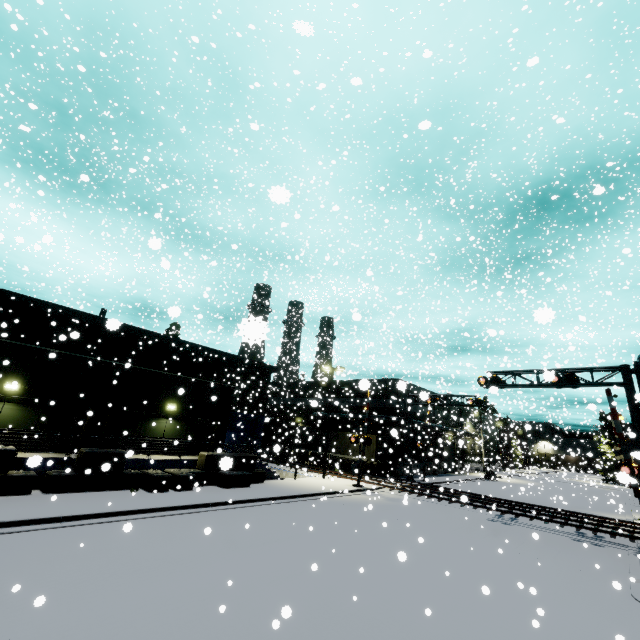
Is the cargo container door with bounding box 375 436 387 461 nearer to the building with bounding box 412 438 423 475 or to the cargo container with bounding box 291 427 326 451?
the cargo container with bounding box 291 427 326 451

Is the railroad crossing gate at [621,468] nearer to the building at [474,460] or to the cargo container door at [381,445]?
the building at [474,460]

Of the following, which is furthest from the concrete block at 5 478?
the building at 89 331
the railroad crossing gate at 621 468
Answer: the railroad crossing gate at 621 468

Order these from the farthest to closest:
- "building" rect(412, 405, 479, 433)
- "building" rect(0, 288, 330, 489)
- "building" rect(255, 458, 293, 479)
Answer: "building" rect(412, 405, 479, 433)
"building" rect(255, 458, 293, 479)
"building" rect(0, 288, 330, 489)

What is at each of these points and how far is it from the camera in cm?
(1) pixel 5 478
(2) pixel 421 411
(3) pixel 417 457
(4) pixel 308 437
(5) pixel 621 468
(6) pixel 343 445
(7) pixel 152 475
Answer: (1) concrete block, 1320
(2) building, 4309
(3) building, 4034
(4) cargo container, 3931
(5) railroad crossing gate, 1617
(6) cargo container, 3572
(7) concrete block, 1667

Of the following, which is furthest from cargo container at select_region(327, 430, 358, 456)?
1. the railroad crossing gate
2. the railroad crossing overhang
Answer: the railroad crossing overhang

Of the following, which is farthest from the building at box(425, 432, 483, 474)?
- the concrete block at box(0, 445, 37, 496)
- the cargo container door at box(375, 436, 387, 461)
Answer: the cargo container door at box(375, 436, 387, 461)

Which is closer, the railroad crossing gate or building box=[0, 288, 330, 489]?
the railroad crossing gate
